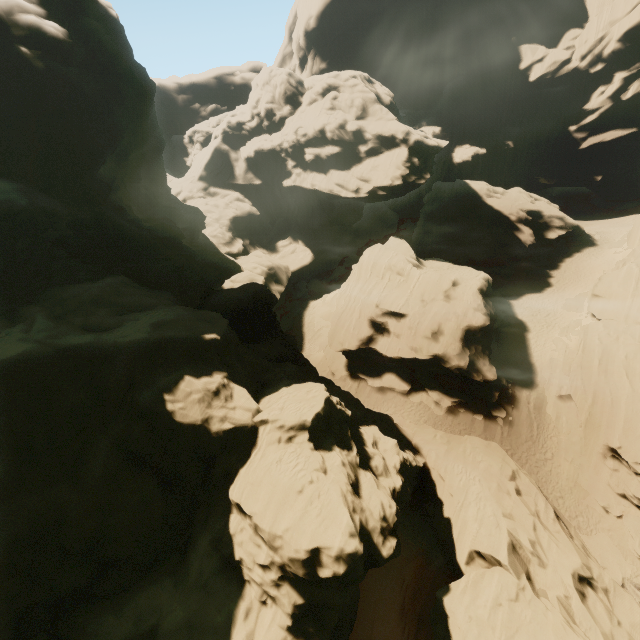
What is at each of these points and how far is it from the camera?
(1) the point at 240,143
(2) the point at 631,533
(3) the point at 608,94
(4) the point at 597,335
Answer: (1) rock, 53.6 meters
(2) rock, 19.5 meters
(3) rock, 54.9 meters
(4) rock, 27.5 meters

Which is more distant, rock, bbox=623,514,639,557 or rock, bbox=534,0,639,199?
rock, bbox=534,0,639,199

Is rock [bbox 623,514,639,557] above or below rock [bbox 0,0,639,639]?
below

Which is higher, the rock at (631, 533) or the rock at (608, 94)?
the rock at (608, 94)

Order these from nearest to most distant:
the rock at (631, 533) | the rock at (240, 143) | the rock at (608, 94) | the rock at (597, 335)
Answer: the rock at (240, 143) < the rock at (631, 533) < the rock at (597, 335) < the rock at (608, 94)

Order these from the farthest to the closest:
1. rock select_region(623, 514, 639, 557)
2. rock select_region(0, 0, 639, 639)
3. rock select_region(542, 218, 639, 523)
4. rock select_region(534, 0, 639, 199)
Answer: rock select_region(534, 0, 639, 199) < rock select_region(542, 218, 639, 523) < rock select_region(623, 514, 639, 557) < rock select_region(0, 0, 639, 639)
